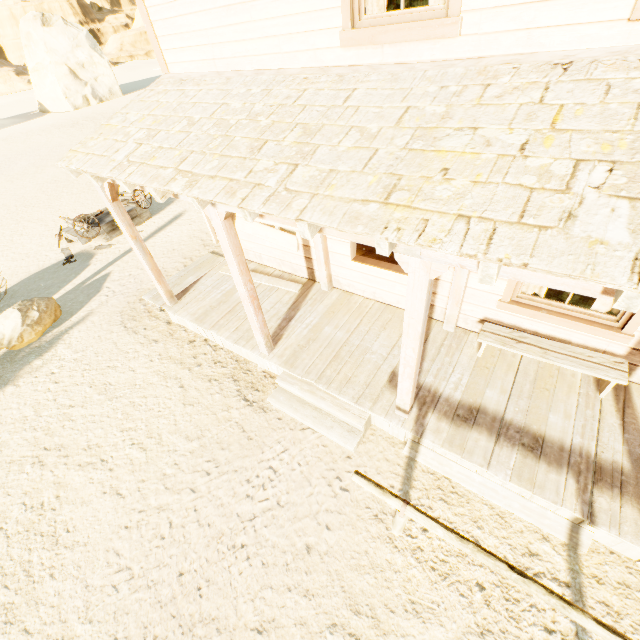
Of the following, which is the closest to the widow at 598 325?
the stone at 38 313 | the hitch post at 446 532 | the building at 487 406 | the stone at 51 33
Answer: the building at 487 406

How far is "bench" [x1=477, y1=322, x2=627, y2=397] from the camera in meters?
3.9

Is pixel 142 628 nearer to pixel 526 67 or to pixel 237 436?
pixel 237 436

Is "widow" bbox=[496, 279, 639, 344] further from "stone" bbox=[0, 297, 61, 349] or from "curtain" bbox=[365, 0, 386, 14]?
Answer: "stone" bbox=[0, 297, 61, 349]

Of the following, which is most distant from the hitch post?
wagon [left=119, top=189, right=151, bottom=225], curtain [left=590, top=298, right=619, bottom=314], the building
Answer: wagon [left=119, top=189, right=151, bottom=225]

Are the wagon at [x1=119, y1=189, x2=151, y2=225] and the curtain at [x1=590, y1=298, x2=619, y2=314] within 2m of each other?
no

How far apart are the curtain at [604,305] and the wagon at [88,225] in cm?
1069

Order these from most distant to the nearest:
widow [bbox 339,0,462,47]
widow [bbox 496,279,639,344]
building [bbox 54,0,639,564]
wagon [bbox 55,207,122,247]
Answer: wagon [bbox 55,207,122,247] → widow [bbox 496,279,639,344] → widow [bbox 339,0,462,47] → building [bbox 54,0,639,564]
